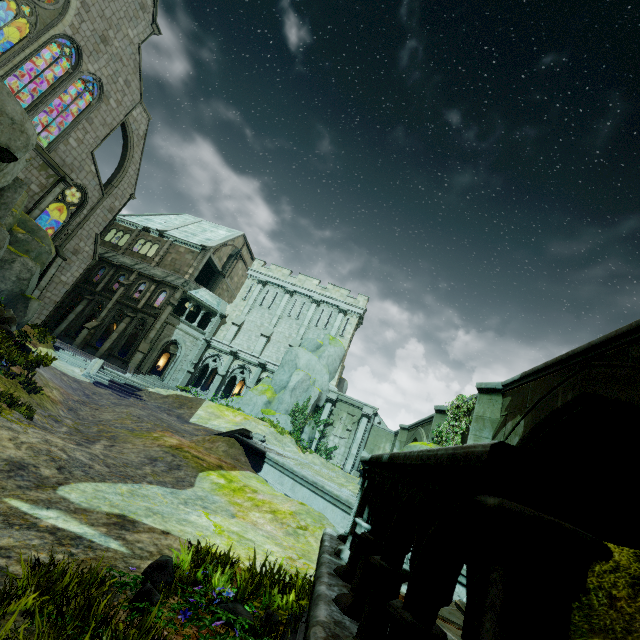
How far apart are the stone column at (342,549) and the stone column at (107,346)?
31.8m

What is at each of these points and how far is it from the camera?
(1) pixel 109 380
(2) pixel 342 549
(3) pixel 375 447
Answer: (1) stair, 20.2m
(2) stone column, 3.0m
(3) bridge arch, 28.5m

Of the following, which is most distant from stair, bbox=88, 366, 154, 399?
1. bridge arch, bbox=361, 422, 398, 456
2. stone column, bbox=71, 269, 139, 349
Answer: bridge arch, bbox=361, 422, 398, 456

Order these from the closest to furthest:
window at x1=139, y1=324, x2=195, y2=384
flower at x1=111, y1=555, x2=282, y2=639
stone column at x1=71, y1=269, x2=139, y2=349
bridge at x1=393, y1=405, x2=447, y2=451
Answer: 1. flower at x1=111, y1=555, x2=282, y2=639
2. bridge at x1=393, y1=405, x2=447, y2=451
3. stone column at x1=71, y1=269, x2=139, y2=349
4. window at x1=139, y1=324, x2=195, y2=384

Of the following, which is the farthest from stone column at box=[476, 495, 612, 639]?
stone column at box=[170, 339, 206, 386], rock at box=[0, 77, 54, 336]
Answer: stone column at box=[170, 339, 206, 386]

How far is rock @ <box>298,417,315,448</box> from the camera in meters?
27.4

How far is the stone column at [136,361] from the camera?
28.4 meters

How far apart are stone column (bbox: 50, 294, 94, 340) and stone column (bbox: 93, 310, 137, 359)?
4.1m
